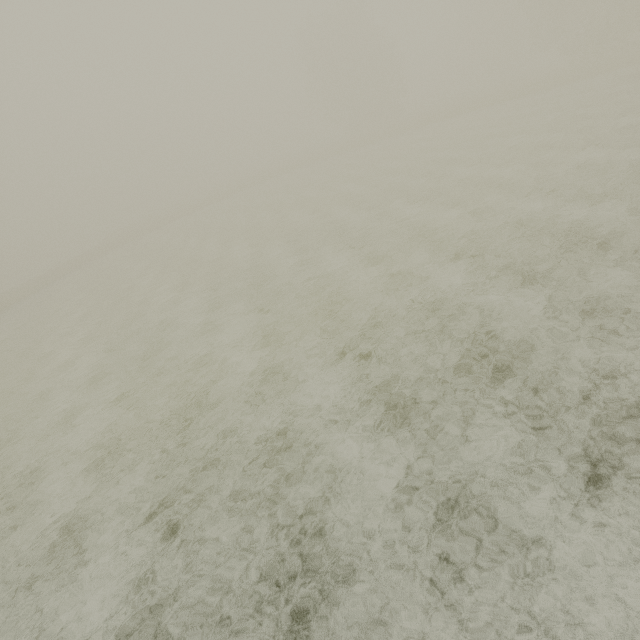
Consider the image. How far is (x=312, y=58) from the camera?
45.2m
